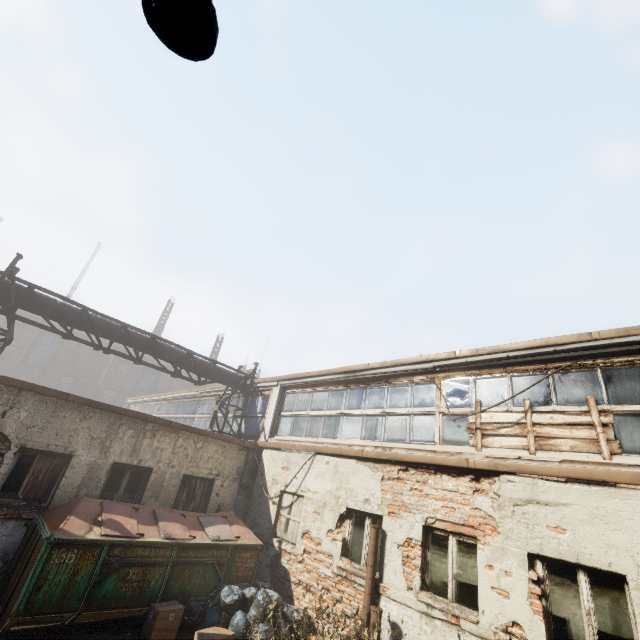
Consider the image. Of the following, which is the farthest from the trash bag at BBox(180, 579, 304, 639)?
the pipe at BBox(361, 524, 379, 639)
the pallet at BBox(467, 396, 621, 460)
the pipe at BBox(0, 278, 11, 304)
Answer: the pipe at BBox(0, 278, 11, 304)

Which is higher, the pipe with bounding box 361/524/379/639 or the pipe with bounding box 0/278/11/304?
the pipe with bounding box 0/278/11/304

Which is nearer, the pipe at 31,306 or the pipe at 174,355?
the pipe at 31,306

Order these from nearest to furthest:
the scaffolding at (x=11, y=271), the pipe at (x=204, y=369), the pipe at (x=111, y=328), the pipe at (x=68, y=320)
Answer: the scaffolding at (x=11, y=271) < the pipe at (x=68, y=320) < the pipe at (x=111, y=328) < the pipe at (x=204, y=369)

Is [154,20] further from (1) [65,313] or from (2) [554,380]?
(1) [65,313]

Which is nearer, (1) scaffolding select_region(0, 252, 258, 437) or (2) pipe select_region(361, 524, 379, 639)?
(2) pipe select_region(361, 524, 379, 639)

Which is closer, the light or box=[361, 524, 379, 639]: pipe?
the light

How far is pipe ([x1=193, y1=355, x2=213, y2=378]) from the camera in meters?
12.2 m
